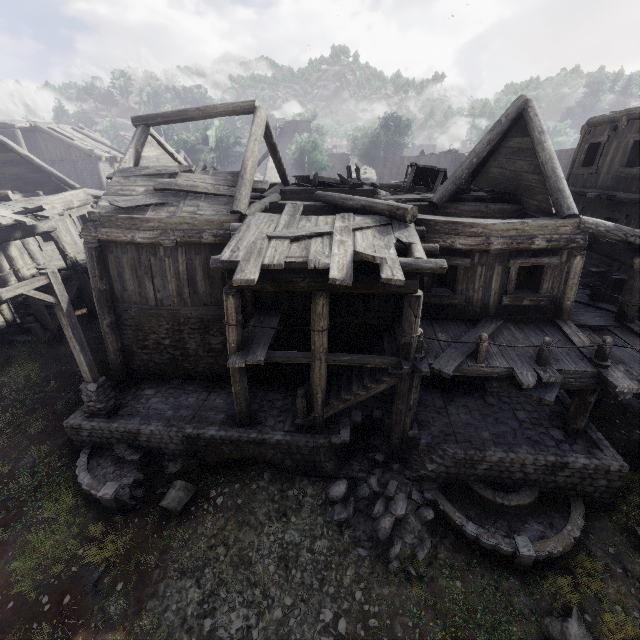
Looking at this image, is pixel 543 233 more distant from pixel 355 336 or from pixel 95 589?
pixel 95 589

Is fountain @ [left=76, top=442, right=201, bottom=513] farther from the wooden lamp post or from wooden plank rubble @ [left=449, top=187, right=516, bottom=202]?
wooden plank rubble @ [left=449, top=187, right=516, bottom=202]

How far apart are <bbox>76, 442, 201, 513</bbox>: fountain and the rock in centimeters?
32cm

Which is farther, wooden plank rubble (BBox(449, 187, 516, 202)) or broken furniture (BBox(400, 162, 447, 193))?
broken furniture (BBox(400, 162, 447, 193))

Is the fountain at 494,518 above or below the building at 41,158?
below

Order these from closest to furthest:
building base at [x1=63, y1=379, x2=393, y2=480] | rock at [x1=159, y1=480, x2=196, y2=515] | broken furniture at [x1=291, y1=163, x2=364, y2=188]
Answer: rock at [x1=159, y1=480, x2=196, y2=515]
building base at [x1=63, y1=379, x2=393, y2=480]
broken furniture at [x1=291, y1=163, x2=364, y2=188]

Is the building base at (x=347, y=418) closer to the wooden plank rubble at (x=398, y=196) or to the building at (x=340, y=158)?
the building at (x=340, y=158)

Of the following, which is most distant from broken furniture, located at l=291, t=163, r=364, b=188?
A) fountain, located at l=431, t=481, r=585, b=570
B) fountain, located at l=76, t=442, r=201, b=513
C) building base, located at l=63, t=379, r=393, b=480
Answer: fountain, located at l=76, t=442, r=201, b=513
